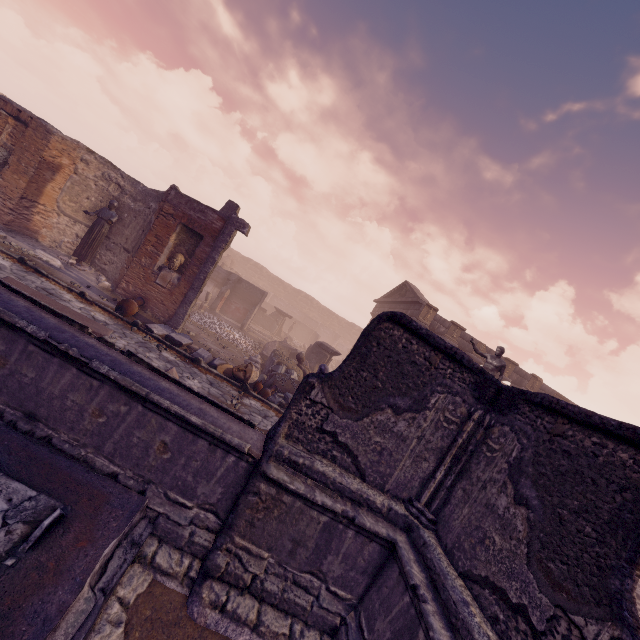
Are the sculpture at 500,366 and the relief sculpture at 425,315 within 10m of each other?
yes

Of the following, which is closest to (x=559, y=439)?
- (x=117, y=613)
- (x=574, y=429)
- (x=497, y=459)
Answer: (x=574, y=429)

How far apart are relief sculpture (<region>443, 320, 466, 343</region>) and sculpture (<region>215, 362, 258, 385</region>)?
14.1m

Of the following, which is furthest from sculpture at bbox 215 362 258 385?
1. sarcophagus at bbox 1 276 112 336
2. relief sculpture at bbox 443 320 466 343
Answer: relief sculpture at bbox 443 320 466 343

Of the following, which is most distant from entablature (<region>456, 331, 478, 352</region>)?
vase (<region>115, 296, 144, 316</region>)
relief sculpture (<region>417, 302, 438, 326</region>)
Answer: vase (<region>115, 296, 144, 316</region>)

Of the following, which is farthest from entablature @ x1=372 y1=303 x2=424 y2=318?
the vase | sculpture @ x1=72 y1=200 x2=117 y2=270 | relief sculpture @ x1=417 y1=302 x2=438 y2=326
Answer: sculpture @ x1=72 y1=200 x2=117 y2=270

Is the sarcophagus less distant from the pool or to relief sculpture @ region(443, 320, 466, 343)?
the pool

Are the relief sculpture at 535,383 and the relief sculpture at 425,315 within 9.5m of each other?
yes
